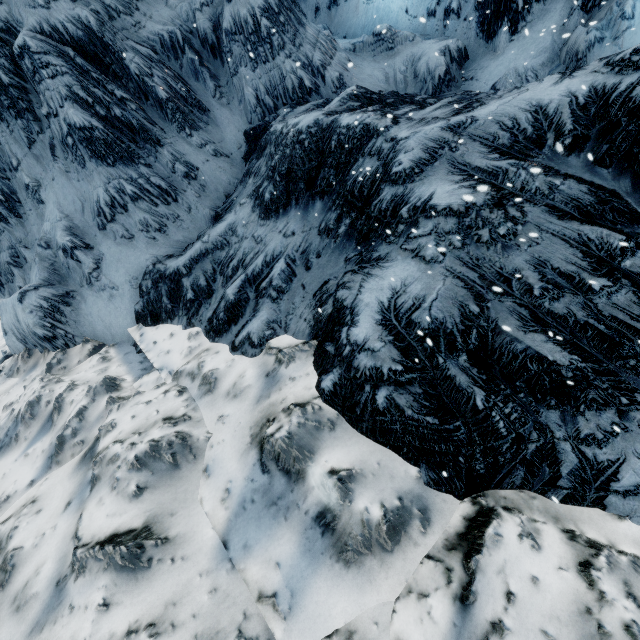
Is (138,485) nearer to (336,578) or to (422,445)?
(336,578)
